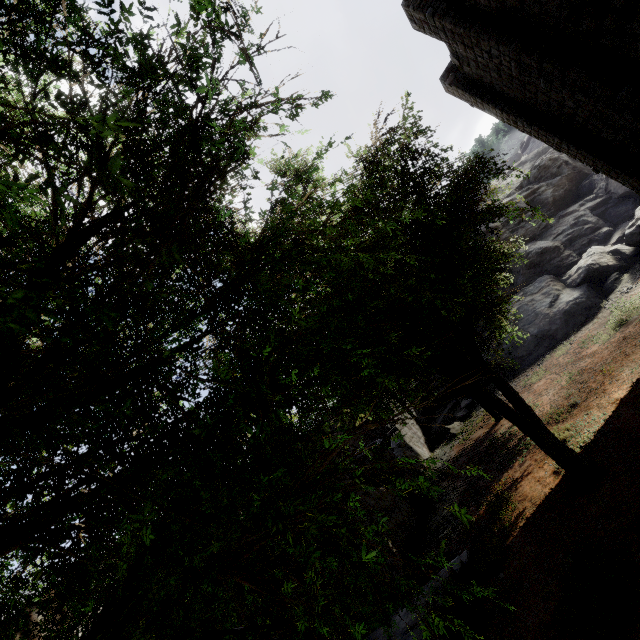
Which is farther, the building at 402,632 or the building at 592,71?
the building at 592,71

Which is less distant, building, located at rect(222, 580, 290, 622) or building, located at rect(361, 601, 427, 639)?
building, located at rect(361, 601, 427, 639)

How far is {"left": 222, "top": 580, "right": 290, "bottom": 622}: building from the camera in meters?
→ 6.9 m

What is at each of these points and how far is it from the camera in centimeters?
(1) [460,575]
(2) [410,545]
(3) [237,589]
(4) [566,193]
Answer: (1) building, 802cm
(2) building, 1166cm
(3) building, 704cm
(4) rock, 2448cm

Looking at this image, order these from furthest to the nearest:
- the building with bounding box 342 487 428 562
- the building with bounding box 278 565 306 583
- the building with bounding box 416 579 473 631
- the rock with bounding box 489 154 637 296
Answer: the rock with bounding box 489 154 637 296
the building with bounding box 342 487 428 562
the building with bounding box 278 565 306 583
the building with bounding box 416 579 473 631

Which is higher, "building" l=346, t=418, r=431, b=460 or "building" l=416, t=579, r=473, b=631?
"building" l=346, t=418, r=431, b=460

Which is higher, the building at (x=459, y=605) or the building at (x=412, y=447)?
the building at (x=412, y=447)
